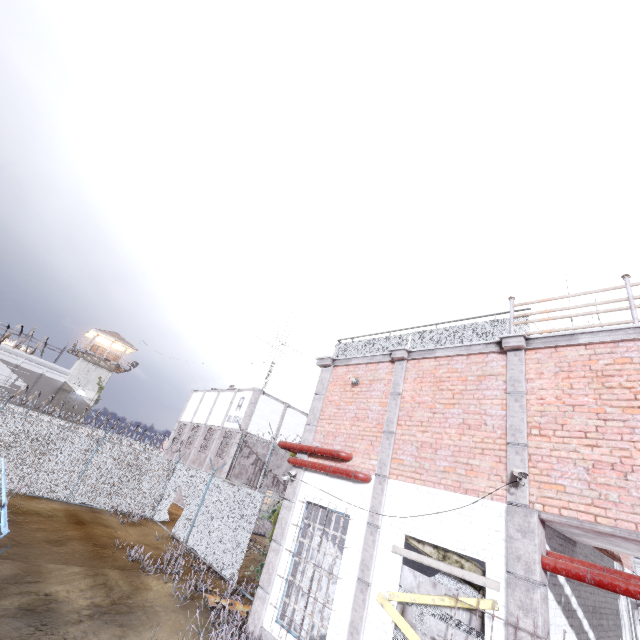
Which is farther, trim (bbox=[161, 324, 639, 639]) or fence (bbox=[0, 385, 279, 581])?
fence (bbox=[0, 385, 279, 581])

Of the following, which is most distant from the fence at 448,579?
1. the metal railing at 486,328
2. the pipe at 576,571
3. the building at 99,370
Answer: the building at 99,370

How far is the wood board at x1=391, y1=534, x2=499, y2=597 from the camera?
5.3 meters

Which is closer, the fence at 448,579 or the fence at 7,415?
the fence at 448,579

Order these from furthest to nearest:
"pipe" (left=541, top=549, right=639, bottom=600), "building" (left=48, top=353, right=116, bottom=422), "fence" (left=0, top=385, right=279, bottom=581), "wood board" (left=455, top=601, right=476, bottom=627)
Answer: "building" (left=48, top=353, right=116, bottom=422), "fence" (left=0, top=385, right=279, bottom=581), "wood board" (left=455, top=601, right=476, bottom=627), "pipe" (left=541, top=549, right=639, bottom=600)

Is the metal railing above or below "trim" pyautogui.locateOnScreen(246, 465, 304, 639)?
above

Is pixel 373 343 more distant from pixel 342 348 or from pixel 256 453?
pixel 256 453

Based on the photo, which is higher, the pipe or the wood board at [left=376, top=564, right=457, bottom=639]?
the pipe
